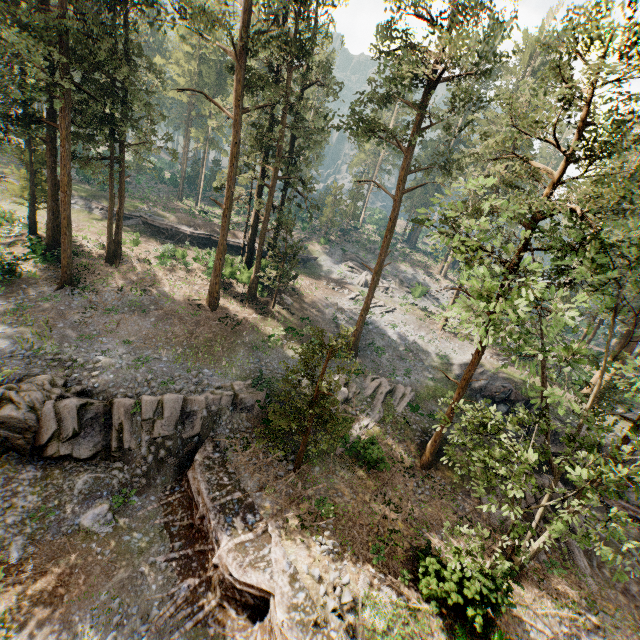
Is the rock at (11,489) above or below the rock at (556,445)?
below

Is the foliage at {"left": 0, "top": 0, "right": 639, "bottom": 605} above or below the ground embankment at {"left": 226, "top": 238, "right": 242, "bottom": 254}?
above

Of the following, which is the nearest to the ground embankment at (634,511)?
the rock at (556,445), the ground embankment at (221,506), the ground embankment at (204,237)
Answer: the rock at (556,445)

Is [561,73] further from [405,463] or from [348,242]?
[348,242]

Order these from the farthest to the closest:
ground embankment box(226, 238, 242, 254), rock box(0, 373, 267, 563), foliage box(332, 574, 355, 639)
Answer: ground embankment box(226, 238, 242, 254) < rock box(0, 373, 267, 563) < foliage box(332, 574, 355, 639)

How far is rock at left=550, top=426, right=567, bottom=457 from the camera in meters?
23.0 m

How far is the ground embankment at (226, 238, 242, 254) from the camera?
41.98m
